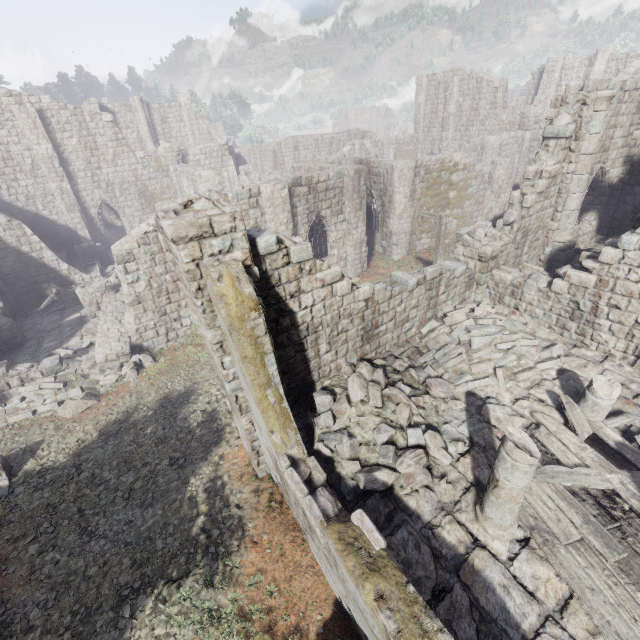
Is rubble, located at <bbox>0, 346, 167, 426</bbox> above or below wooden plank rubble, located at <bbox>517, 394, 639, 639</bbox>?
below

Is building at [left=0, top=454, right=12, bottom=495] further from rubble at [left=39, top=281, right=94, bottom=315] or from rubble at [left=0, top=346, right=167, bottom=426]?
rubble at [left=39, top=281, right=94, bottom=315]

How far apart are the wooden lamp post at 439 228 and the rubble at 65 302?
19.82m

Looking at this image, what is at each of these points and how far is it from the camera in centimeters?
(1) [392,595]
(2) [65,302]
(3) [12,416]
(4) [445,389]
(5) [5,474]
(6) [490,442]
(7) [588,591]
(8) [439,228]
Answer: (1) building, 423cm
(2) rubble, 1992cm
(3) rubble, 1242cm
(4) rubble, 861cm
(5) building, 1006cm
(6) wooden plank rubble, 751cm
(7) wooden plank rubble, 504cm
(8) wooden lamp post, 1318cm

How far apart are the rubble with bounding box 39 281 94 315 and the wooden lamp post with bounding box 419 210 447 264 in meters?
19.8 m

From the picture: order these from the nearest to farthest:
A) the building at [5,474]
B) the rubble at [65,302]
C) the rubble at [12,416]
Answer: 1. the building at [5,474]
2. the rubble at [12,416]
3. the rubble at [65,302]

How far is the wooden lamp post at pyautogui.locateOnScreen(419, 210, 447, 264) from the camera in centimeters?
1300cm

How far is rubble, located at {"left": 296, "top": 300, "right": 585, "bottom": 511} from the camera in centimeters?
687cm
